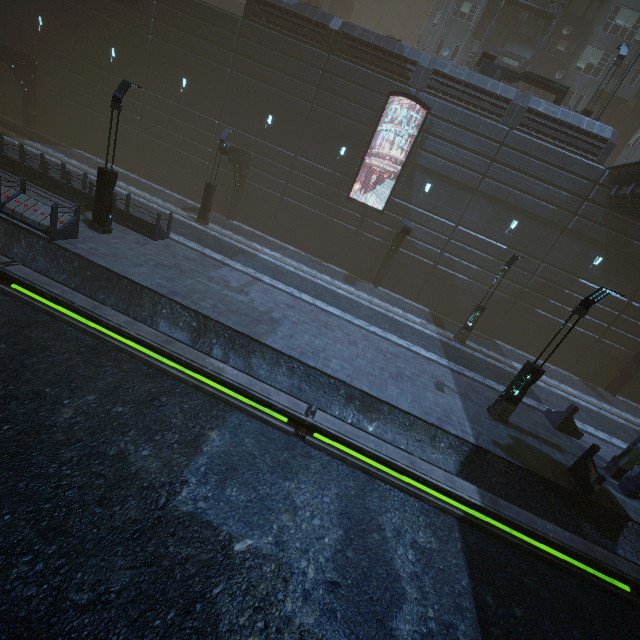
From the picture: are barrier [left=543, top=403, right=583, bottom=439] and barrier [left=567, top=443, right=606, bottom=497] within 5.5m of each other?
yes

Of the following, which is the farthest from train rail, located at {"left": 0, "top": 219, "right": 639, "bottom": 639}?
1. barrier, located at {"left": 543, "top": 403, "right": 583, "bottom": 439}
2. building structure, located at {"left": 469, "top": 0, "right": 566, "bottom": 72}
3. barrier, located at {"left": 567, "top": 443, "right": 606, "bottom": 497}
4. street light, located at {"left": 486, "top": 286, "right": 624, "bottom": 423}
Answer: building structure, located at {"left": 469, "top": 0, "right": 566, "bottom": 72}

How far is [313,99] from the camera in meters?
20.9 m

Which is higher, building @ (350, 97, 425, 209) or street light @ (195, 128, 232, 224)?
building @ (350, 97, 425, 209)

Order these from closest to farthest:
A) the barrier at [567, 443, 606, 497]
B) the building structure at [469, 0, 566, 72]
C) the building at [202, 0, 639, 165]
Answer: the barrier at [567, 443, 606, 497] → the building at [202, 0, 639, 165] → the building structure at [469, 0, 566, 72]

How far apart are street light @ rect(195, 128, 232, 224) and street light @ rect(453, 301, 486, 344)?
16.77m

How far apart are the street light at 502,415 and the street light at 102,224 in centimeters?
1674cm

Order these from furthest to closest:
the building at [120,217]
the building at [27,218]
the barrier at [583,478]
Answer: the building at [120,217] → the building at [27,218] → the barrier at [583,478]
